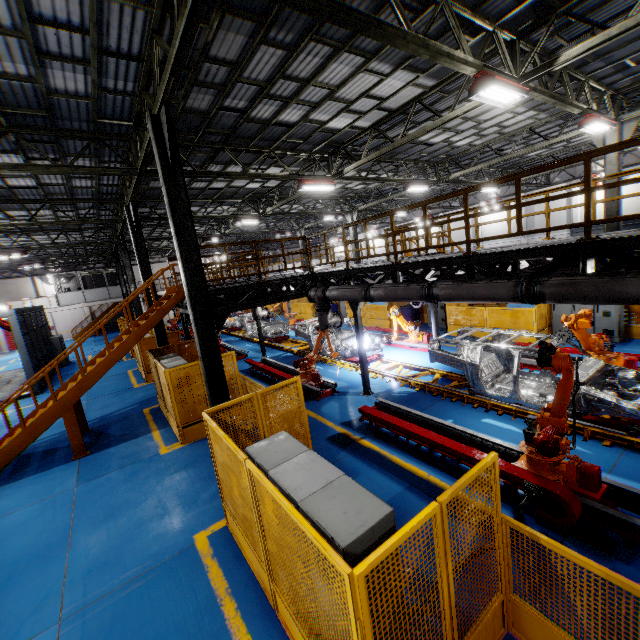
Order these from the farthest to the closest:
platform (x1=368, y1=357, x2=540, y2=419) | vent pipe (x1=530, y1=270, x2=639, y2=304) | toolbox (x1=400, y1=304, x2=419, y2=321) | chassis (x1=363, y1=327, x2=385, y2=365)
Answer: toolbox (x1=400, y1=304, x2=419, y2=321) < chassis (x1=363, y1=327, x2=385, y2=365) < platform (x1=368, y1=357, x2=540, y2=419) < vent pipe (x1=530, y1=270, x2=639, y2=304)

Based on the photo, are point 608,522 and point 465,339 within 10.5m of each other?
yes

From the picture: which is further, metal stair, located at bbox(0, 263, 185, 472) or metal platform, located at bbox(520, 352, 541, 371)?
metal platform, located at bbox(520, 352, 541, 371)

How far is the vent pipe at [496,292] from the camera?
5.6m

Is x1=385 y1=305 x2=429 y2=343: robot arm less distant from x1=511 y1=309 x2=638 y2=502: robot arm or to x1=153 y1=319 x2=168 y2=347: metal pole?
x1=511 y1=309 x2=638 y2=502: robot arm

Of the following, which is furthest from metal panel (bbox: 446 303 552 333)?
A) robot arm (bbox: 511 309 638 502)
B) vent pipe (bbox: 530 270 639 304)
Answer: vent pipe (bbox: 530 270 639 304)

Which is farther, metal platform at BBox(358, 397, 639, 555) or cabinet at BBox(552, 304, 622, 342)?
cabinet at BBox(552, 304, 622, 342)

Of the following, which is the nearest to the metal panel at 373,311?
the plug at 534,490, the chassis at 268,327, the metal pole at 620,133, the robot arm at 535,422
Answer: the metal pole at 620,133
